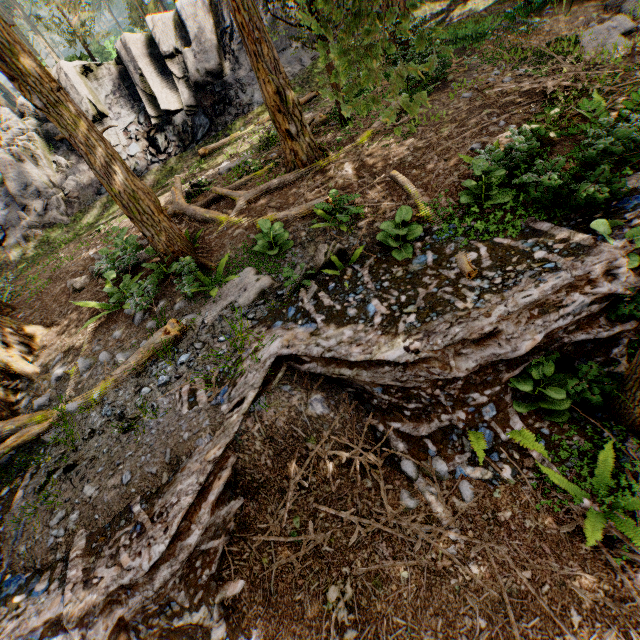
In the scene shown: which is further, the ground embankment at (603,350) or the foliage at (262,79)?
the ground embankment at (603,350)

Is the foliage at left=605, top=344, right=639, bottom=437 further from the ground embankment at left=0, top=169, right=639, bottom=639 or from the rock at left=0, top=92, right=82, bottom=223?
the rock at left=0, top=92, right=82, bottom=223

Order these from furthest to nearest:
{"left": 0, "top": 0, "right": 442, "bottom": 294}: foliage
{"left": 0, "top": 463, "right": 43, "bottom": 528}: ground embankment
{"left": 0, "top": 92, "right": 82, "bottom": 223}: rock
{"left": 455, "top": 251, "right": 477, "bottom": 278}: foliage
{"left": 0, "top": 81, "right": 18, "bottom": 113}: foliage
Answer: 1. {"left": 0, "top": 81, "right": 18, "bottom": 113}: foliage
2. {"left": 0, "top": 92, "right": 82, "bottom": 223}: rock
3. {"left": 0, "top": 463, "right": 43, "bottom": 528}: ground embankment
4. {"left": 455, "top": 251, "right": 477, "bottom": 278}: foliage
5. {"left": 0, "top": 0, "right": 442, "bottom": 294}: foliage

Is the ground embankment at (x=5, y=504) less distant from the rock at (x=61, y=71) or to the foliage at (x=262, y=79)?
the foliage at (x=262, y=79)

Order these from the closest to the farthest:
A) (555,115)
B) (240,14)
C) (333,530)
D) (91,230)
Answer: (333,530)
(555,115)
(240,14)
(91,230)
